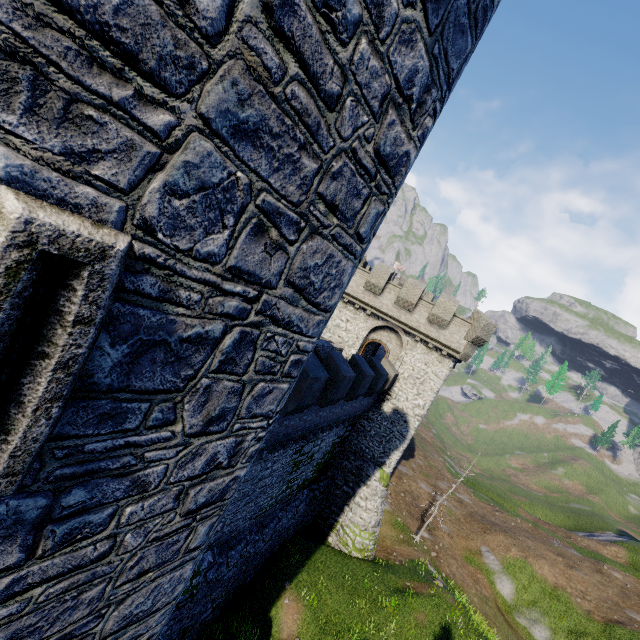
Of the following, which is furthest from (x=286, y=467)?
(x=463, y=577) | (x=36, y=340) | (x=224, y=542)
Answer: (x=463, y=577)
